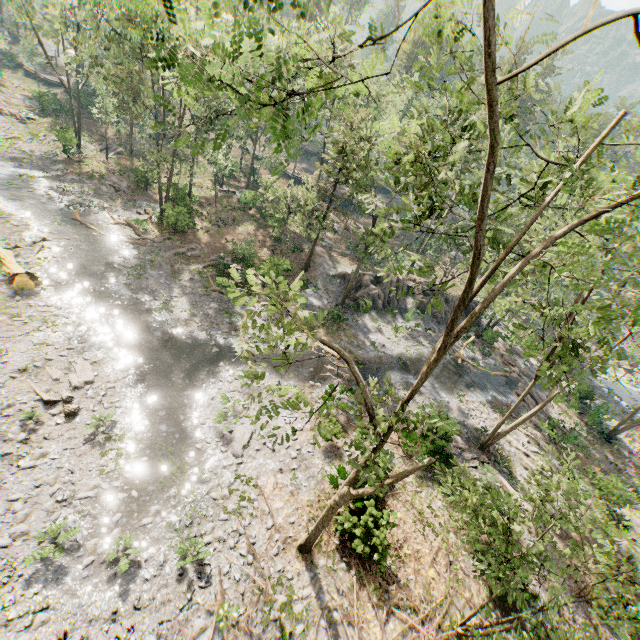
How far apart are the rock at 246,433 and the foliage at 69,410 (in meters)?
6.26

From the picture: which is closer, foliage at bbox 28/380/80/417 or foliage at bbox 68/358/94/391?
foliage at bbox 28/380/80/417

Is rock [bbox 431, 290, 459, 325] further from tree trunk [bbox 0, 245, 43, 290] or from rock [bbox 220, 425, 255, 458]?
tree trunk [bbox 0, 245, 43, 290]

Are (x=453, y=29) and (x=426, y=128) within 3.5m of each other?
yes

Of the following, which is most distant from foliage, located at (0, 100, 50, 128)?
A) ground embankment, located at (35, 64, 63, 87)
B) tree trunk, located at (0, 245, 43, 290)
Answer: tree trunk, located at (0, 245, 43, 290)

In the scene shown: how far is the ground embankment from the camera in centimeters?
5419cm

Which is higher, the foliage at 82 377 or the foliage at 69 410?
the foliage at 69 410

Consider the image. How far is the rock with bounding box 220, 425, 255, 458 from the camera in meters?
16.0 m
